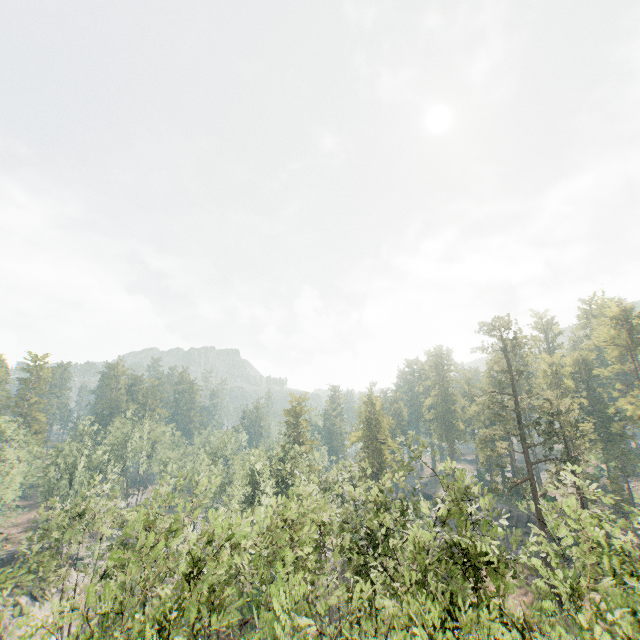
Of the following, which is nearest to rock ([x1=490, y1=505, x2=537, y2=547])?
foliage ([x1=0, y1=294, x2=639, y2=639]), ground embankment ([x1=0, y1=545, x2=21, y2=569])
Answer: foliage ([x1=0, y1=294, x2=639, y2=639])

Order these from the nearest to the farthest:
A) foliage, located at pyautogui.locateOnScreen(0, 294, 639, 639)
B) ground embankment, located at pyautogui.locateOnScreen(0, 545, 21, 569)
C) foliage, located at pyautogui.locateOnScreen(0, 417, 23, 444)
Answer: foliage, located at pyautogui.locateOnScreen(0, 294, 639, 639) → foliage, located at pyautogui.locateOnScreen(0, 417, 23, 444) → ground embankment, located at pyautogui.locateOnScreen(0, 545, 21, 569)

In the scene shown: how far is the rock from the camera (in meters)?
48.03

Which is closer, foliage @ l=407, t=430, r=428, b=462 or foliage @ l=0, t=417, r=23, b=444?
foliage @ l=407, t=430, r=428, b=462

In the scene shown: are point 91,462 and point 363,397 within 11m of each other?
no

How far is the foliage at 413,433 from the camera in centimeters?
2481cm

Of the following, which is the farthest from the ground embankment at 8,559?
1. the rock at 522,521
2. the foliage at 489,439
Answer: the rock at 522,521
